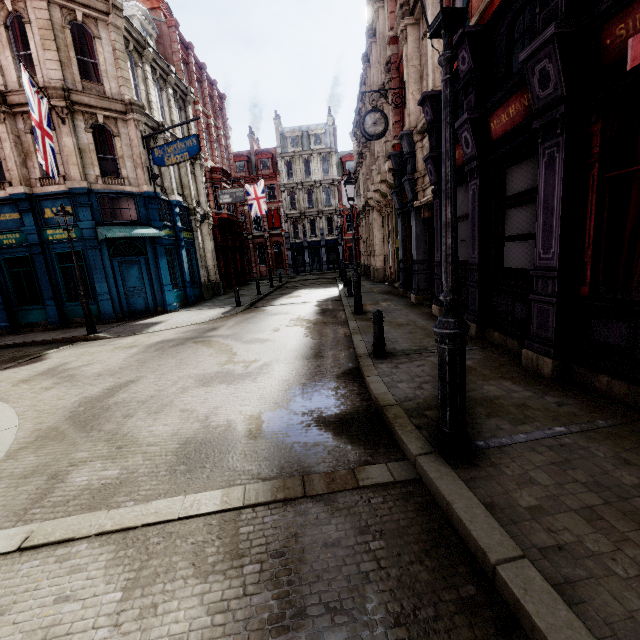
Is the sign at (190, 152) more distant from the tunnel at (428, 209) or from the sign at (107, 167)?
the tunnel at (428, 209)

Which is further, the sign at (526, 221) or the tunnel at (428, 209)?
the tunnel at (428, 209)

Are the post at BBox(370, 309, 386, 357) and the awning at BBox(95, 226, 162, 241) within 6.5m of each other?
no

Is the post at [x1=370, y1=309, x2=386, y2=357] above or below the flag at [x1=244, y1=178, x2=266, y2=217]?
below

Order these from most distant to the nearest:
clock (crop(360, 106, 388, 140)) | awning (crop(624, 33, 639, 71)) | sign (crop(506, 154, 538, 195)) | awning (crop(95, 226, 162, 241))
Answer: awning (crop(95, 226, 162, 241)), clock (crop(360, 106, 388, 140)), sign (crop(506, 154, 538, 195)), awning (crop(624, 33, 639, 71))

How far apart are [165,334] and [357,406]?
9.5m

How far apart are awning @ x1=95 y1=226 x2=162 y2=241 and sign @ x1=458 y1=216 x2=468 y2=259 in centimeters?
1252cm

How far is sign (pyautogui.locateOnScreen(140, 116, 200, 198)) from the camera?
14.21m
